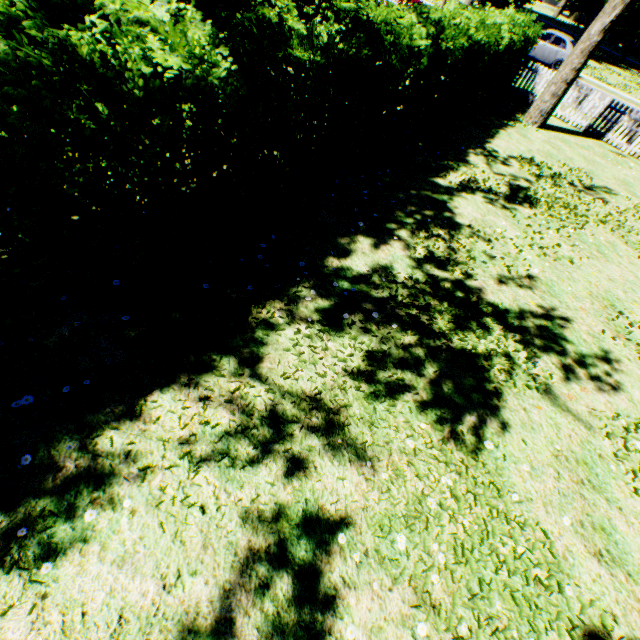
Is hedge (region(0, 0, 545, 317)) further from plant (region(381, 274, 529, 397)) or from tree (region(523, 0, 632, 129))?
tree (region(523, 0, 632, 129))

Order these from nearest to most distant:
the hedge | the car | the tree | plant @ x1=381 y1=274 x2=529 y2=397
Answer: the hedge, plant @ x1=381 y1=274 x2=529 y2=397, the tree, the car

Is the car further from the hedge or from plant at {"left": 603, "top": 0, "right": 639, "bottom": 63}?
the hedge

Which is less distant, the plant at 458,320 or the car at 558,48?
the plant at 458,320

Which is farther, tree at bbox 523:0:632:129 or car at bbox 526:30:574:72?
car at bbox 526:30:574:72

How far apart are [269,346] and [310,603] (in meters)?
2.42

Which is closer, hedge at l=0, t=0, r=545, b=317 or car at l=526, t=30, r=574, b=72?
hedge at l=0, t=0, r=545, b=317

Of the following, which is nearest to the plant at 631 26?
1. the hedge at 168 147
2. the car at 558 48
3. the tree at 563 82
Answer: the hedge at 168 147
